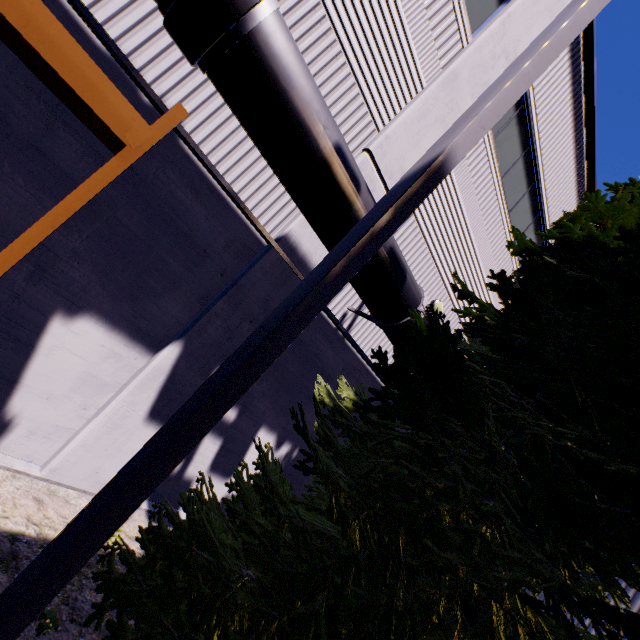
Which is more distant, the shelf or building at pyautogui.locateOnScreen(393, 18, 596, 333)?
building at pyautogui.locateOnScreen(393, 18, 596, 333)

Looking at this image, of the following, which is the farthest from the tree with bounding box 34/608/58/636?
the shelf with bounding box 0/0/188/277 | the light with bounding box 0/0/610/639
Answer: the shelf with bounding box 0/0/188/277

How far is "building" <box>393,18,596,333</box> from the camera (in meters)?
7.77

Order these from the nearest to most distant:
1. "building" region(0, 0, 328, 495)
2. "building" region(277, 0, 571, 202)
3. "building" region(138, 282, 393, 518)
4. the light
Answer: the light < "building" region(0, 0, 328, 495) < "building" region(277, 0, 571, 202) < "building" region(138, 282, 393, 518)

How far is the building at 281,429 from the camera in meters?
6.4

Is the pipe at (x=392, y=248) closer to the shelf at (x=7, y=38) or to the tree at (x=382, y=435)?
the shelf at (x=7, y=38)

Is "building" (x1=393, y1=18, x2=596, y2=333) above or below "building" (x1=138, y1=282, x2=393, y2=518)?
above

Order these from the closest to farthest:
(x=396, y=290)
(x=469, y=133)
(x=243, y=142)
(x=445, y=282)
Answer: (x=469, y=133)
(x=243, y=142)
(x=396, y=290)
(x=445, y=282)
